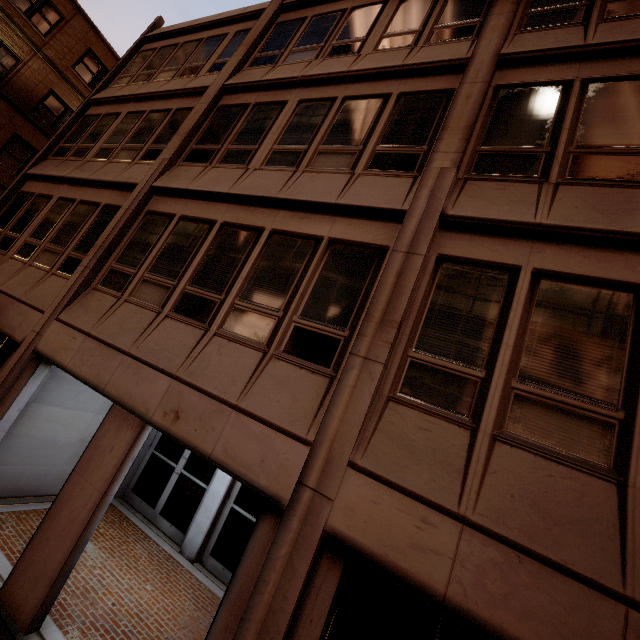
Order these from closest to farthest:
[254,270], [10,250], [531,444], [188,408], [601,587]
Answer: [601,587], [531,444], [188,408], [254,270], [10,250]
